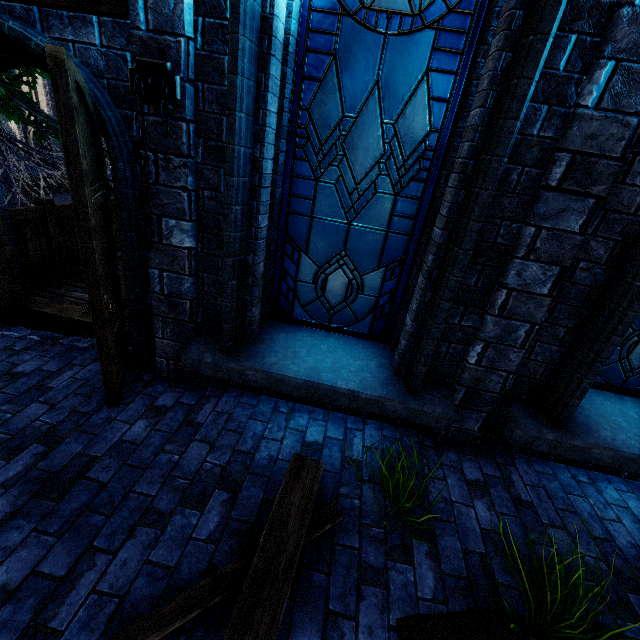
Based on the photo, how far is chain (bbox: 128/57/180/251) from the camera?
2.2 meters

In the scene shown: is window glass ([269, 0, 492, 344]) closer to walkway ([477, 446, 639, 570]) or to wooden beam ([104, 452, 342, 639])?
walkway ([477, 446, 639, 570])

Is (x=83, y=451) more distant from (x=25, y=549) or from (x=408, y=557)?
(x=408, y=557)

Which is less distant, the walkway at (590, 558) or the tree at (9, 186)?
the walkway at (590, 558)

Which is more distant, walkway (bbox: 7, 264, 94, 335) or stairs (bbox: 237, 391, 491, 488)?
walkway (bbox: 7, 264, 94, 335)

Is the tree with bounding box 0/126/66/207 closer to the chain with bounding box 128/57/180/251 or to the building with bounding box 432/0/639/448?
the building with bounding box 432/0/639/448

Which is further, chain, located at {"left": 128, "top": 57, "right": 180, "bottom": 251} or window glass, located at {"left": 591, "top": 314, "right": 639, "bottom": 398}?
window glass, located at {"left": 591, "top": 314, "right": 639, "bottom": 398}

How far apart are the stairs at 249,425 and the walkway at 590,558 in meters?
0.0 m
